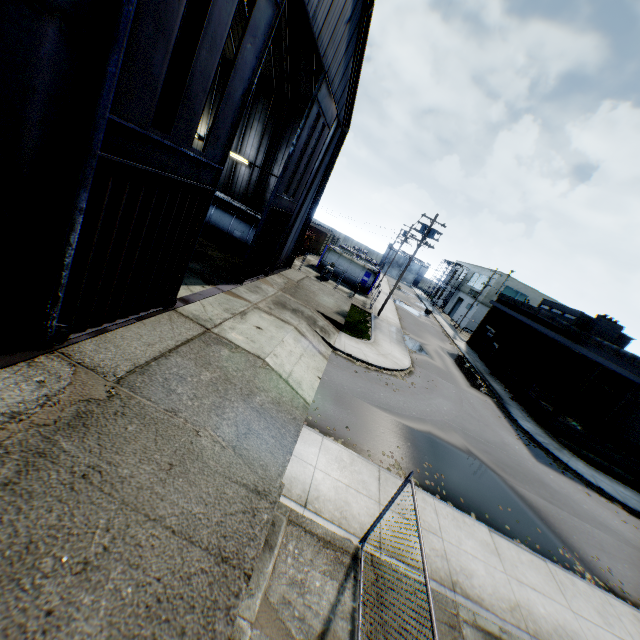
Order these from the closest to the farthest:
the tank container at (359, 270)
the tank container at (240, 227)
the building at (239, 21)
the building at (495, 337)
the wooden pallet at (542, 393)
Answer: the building at (239, 21)
the building at (495, 337)
the tank container at (240, 227)
the wooden pallet at (542, 393)
the tank container at (359, 270)

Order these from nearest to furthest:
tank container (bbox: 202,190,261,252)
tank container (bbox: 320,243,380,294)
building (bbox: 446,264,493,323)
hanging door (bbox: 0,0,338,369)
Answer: hanging door (bbox: 0,0,338,369), tank container (bbox: 202,190,261,252), tank container (bbox: 320,243,380,294), building (bbox: 446,264,493,323)

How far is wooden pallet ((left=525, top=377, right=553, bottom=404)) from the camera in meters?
24.5 m

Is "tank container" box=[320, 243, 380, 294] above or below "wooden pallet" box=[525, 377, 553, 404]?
above

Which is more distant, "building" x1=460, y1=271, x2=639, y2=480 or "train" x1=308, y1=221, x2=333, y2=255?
"train" x1=308, y1=221, x2=333, y2=255

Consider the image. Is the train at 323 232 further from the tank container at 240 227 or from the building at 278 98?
the tank container at 240 227

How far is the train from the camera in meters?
45.7

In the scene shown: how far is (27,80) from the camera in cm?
501
